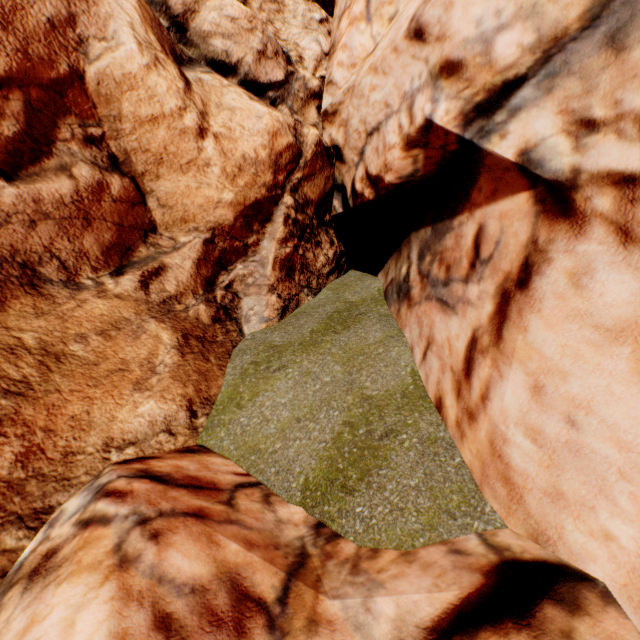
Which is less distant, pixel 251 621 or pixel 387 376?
pixel 251 621
